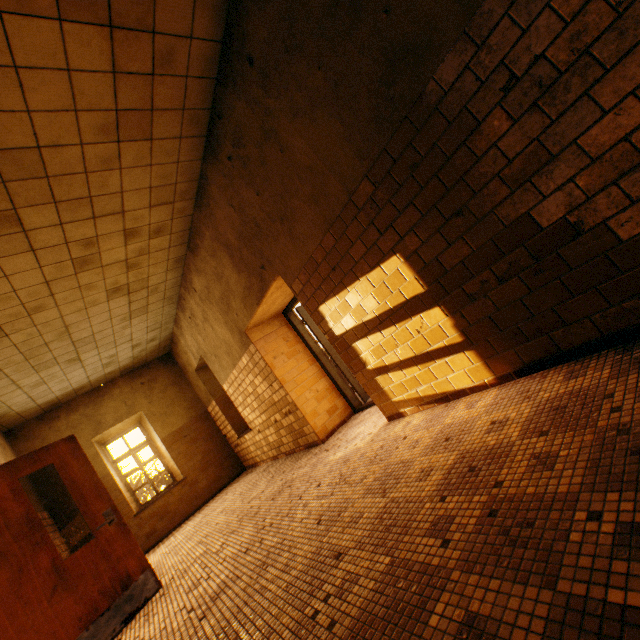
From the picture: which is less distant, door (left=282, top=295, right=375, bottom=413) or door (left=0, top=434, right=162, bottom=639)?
door (left=0, top=434, right=162, bottom=639)

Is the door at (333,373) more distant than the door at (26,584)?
Yes

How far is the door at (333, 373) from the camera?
5.6m

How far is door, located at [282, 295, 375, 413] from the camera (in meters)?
5.57

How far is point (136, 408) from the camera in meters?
8.3
